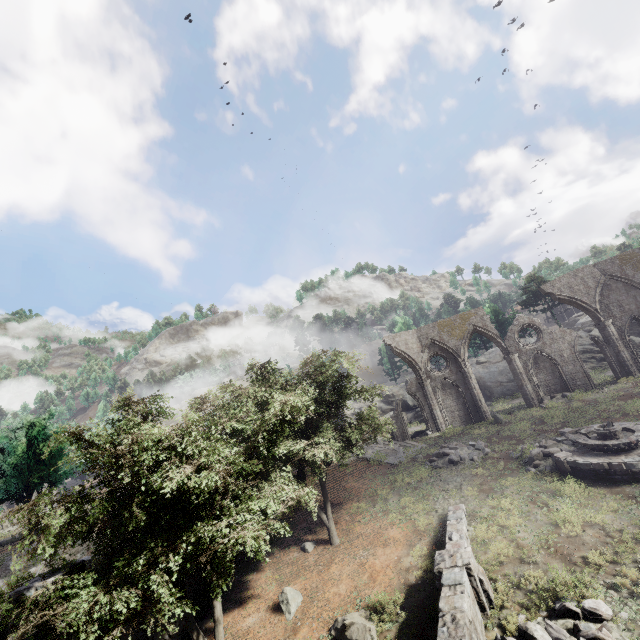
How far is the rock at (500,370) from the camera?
39.2 meters

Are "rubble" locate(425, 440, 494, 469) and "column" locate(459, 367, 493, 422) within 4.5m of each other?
no

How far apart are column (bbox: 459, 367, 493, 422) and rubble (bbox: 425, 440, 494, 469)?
6.21m

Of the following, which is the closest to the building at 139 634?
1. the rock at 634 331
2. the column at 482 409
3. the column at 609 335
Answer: the rock at 634 331

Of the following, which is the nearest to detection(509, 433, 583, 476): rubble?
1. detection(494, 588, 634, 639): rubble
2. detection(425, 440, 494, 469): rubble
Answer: detection(425, 440, 494, 469): rubble

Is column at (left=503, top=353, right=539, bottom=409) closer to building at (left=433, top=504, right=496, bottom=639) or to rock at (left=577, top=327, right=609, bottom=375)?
rock at (left=577, top=327, right=609, bottom=375)

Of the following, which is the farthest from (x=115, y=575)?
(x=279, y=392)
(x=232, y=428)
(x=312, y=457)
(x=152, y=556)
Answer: (x=312, y=457)

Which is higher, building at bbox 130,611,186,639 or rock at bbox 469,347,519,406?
rock at bbox 469,347,519,406
